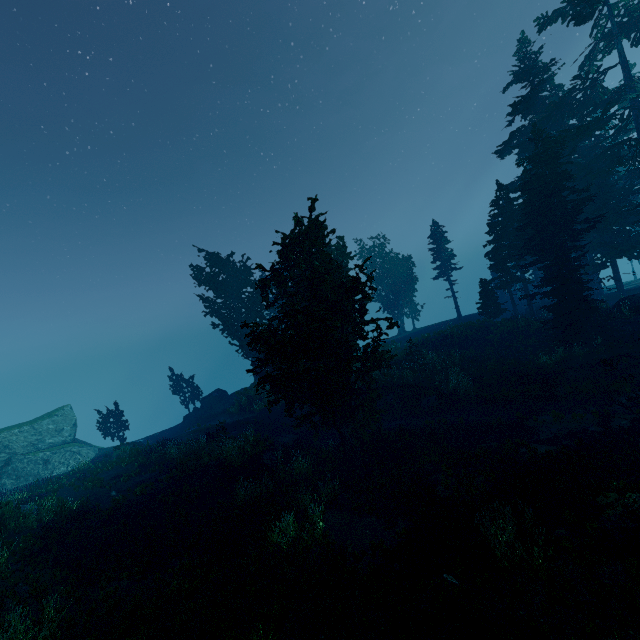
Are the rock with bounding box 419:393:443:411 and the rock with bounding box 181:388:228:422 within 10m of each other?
no

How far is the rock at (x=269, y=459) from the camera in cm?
1738

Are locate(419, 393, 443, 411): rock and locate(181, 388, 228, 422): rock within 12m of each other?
no

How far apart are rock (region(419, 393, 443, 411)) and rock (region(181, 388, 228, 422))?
23.1 meters

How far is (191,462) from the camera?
19.8 meters

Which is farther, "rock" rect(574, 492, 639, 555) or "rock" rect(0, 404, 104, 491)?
"rock" rect(0, 404, 104, 491)

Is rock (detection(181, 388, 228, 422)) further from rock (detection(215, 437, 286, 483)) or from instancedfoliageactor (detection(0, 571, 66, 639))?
rock (detection(215, 437, 286, 483))

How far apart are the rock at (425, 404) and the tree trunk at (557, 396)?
5.5 meters
